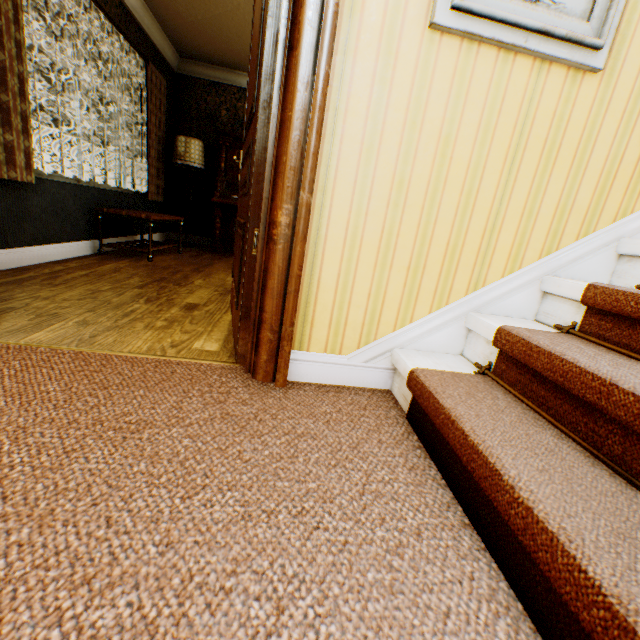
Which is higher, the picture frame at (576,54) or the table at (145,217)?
the picture frame at (576,54)

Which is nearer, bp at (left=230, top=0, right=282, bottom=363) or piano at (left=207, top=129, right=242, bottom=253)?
bp at (left=230, top=0, right=282, bottom=363)

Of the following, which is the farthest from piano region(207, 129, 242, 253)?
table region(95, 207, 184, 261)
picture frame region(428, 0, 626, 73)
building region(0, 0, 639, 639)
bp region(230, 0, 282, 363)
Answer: picture frame region(428, 0, 626, 73)

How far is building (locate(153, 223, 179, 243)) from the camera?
5.8 meters

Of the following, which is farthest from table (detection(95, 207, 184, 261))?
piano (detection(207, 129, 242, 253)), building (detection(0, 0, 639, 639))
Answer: piano (detection(207, 129, 242, 253))

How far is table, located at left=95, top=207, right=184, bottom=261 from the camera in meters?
3.8 m

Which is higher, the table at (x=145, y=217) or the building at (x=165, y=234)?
the table at (x=145, y=217)

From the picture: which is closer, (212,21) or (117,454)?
(117,454)
